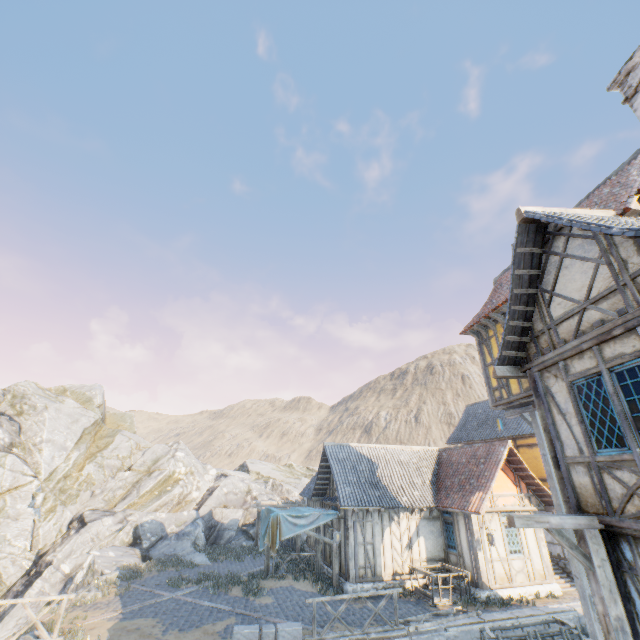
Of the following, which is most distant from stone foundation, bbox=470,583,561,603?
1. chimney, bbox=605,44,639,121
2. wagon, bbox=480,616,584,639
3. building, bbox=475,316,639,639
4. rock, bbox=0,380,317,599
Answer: chimney, bbox=605,44,639,121

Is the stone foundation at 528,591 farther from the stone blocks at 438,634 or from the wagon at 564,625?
the wagon at 564,625

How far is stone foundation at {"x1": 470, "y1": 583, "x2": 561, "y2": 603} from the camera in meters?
13.5 m

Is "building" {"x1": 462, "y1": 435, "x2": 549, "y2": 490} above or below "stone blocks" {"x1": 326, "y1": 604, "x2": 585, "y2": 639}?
above

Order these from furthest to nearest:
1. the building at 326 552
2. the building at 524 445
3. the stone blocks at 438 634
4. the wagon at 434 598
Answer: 1. the building at 524 445
2. the building at 326 552
3. the wagon at 434 598
4. the stone blocks at 438 634

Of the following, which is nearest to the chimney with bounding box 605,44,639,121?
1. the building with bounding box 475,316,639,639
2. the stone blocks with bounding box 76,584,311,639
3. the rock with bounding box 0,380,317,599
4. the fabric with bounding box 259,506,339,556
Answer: the building with bounding box 475,316,639,639

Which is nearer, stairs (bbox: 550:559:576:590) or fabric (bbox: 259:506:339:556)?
fabric (bbox: 259:506:339:556)

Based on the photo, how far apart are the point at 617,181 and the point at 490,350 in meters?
6.0
